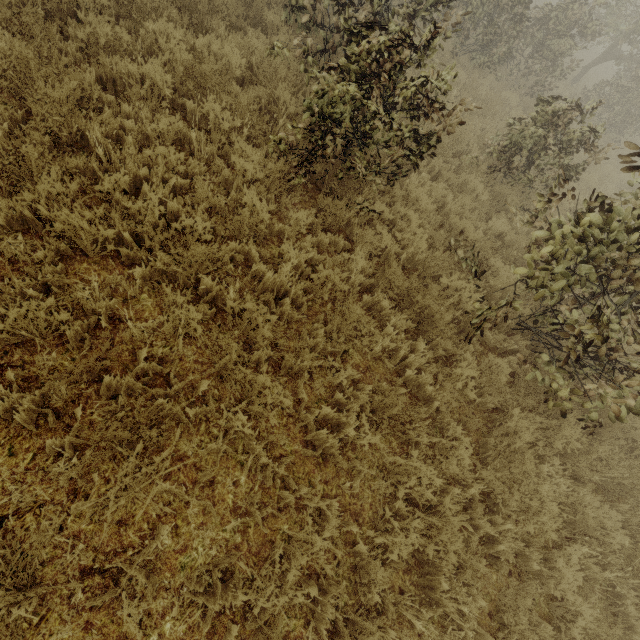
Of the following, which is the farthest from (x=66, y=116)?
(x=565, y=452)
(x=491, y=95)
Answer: (x=491, y=95)
